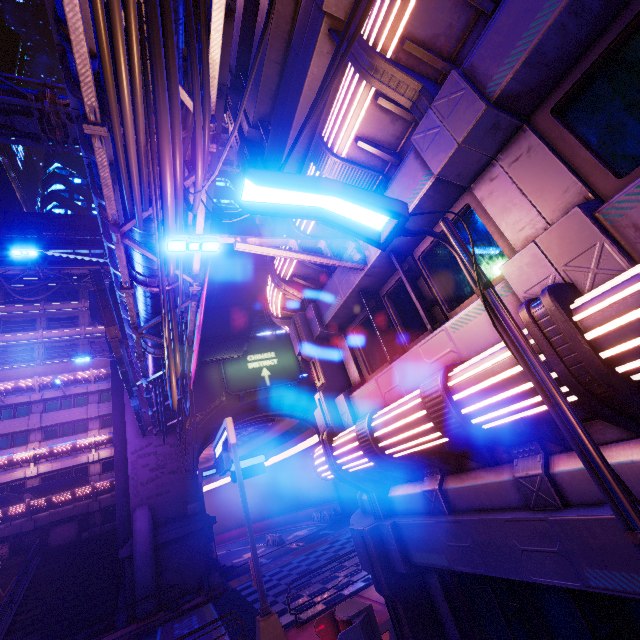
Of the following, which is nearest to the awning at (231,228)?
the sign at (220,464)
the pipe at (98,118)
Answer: the pipe at (98,118)

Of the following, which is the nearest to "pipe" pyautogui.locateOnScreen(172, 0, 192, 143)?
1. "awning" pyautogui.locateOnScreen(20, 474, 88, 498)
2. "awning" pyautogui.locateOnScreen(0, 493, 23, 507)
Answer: "awning" pyautogui.locateOnScreen(20, 474, 88, 498)

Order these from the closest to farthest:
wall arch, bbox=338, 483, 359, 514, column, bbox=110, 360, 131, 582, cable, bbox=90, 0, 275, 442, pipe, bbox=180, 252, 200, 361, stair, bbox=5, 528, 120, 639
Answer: cable, bbox=90, 0, 275, 442, pipe, bbox=180, 252, 200, 361, stair, bbox=5, 528, 120, 639, column, bbox=110, 360, 131, 582, wall arch, bbox=338, 483, 359, 514

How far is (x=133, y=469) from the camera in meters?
23.8 m

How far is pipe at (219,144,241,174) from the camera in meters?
20.7 m

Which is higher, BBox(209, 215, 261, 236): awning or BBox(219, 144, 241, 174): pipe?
BBox(219, 144, 241, 174): pipe

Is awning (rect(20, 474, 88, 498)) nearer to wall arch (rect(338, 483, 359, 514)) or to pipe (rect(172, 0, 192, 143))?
wall arch (rect(338, 483, 359, 514))

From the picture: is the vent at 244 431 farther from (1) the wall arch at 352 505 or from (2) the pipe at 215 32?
(2) the pipe at 215 32
